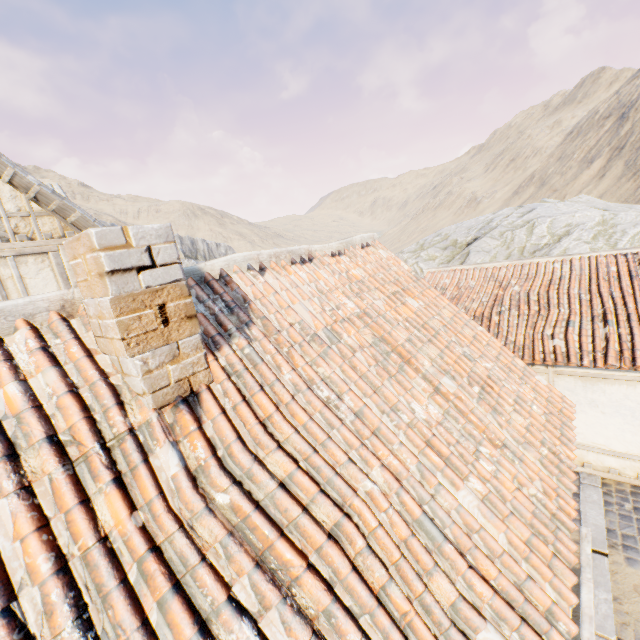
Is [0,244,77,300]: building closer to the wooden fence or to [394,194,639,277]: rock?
the wooden fence

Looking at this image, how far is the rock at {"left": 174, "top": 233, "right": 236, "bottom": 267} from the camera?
44.2 meters

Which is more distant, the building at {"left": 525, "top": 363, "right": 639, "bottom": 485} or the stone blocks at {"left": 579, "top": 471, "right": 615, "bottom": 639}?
the building at {"left": 525, "top": 363, "right": 639, "bottom": 485}

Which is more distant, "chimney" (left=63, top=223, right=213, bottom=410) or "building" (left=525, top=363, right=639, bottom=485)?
"building" (left=525, top=363, right=639, bottom=485)

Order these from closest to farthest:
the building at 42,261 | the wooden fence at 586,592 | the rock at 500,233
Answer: the wooden fence at 586,592 → the building at 42,261 → the rock at 500,233

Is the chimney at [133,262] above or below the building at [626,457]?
above

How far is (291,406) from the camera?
2.6m

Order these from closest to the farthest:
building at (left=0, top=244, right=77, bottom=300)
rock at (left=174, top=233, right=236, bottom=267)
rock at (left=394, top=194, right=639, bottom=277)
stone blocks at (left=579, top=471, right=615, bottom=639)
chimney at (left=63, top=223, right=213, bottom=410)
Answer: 1. chimney at (left=63, top=223, right=213, bottom=410)
2. stone blocks at (left=579, top=471, right=615, bottom=639)
3. building at (left=0, top=244, right=77, bottom=300)
4. rock at (left=394, top=194, right=639, bottom=277)
5. rock at (left=174, top=233, right=236, bottom=267)
